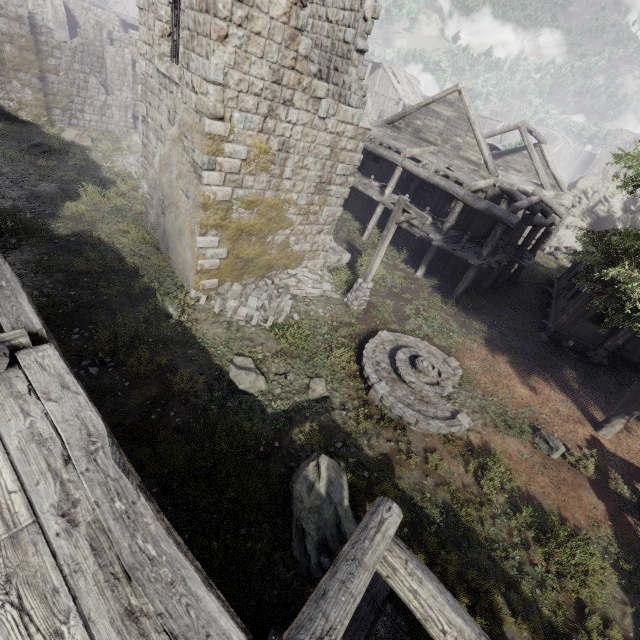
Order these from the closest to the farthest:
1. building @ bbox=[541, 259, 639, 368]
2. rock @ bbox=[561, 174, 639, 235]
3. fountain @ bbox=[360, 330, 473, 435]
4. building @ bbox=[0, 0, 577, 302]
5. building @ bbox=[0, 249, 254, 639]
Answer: building @ bbox=[0, 249, 254, 639], building @ bbox=[0, 0, 577, 302], fountain @ bbox=[360, 330, 473, 435], building @ bbox=[541, 259, 639, 368], rock @ bbox=[561, 174, 639, 235]

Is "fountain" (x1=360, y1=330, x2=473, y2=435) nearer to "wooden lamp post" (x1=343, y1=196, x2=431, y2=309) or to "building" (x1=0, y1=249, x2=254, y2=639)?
"wooden lamp post" (x1=343, y1=196, x2=431, y2=309)

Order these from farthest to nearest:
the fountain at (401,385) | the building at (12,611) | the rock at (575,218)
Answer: the rock at (575,218) < the fountain at (401,385) < the building at (12,611)

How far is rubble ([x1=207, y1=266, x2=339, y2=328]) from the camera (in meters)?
11.59

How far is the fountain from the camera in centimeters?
944cm

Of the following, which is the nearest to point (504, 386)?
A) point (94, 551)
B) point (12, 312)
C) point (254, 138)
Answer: point (254, 138)

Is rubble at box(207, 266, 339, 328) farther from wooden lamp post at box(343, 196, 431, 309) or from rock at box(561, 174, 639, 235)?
rock at box(561, 174, 639, 235)

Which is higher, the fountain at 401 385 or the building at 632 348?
the building at 632 348
